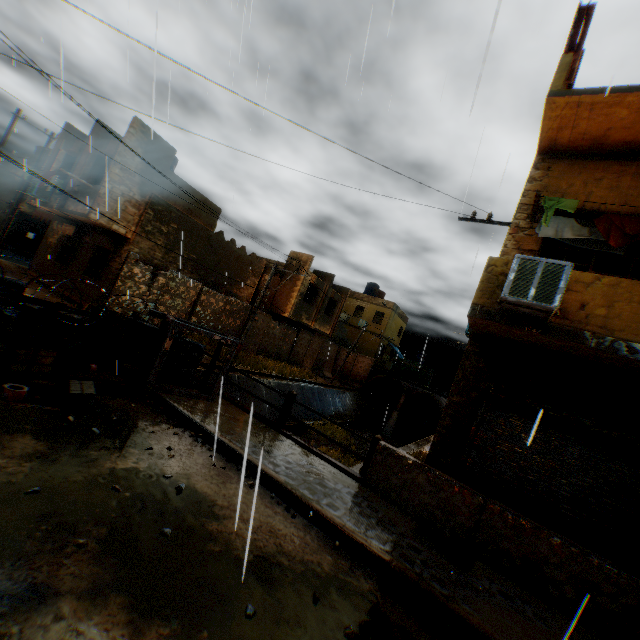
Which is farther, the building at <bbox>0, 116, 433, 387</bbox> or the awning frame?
the building at <bbox>0, 116, 433, 387</bbox>

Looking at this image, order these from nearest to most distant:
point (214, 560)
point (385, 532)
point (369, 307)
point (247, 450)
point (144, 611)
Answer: point (247, 450), point (144, 611), point (214, 560), point (385, 532), point (369, 307)

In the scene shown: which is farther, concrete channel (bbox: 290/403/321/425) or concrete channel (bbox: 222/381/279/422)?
concrete channel (bbox: 290/403/321/425)

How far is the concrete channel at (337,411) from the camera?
18.20m

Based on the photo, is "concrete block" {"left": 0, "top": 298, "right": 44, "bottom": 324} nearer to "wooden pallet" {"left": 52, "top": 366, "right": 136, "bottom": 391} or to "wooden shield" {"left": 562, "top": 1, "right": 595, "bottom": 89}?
"wooden pallet" {"left": 52, "top": 366, "right": 136, "bottom": 391}

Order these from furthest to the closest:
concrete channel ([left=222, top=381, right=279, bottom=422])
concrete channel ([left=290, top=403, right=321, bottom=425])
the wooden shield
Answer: concrete channel ([left=290, top=403, right=321, bottom=425])
concrete channel ([left=222, top=381, right=279, bottom=422])
the wooden shield

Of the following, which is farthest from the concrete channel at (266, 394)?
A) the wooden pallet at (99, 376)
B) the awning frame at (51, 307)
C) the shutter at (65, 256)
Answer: the shutter at (65, 256)

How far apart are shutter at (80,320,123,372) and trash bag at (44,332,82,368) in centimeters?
1cm
